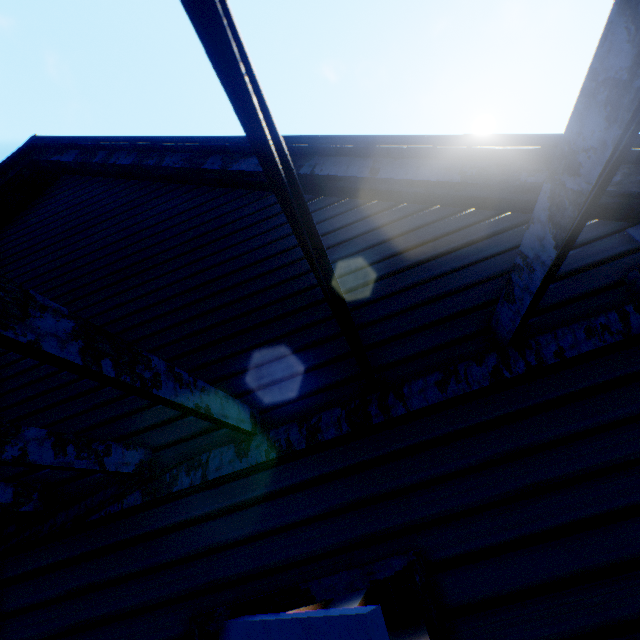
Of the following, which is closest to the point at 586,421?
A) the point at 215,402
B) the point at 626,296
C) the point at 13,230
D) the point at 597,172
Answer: the point at 626,296

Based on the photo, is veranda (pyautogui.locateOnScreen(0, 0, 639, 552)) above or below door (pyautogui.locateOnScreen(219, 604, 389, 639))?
above

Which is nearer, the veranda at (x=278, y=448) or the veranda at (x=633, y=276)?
the veranda at (x=278, y=448)

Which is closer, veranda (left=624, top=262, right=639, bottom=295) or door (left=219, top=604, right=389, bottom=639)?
door (left=219, top=604, right=389, bottom=639)

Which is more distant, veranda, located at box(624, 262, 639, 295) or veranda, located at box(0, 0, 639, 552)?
veranda, located at box(624, 262, 639, 295)

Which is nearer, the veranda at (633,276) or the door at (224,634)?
the door at (224,634)
